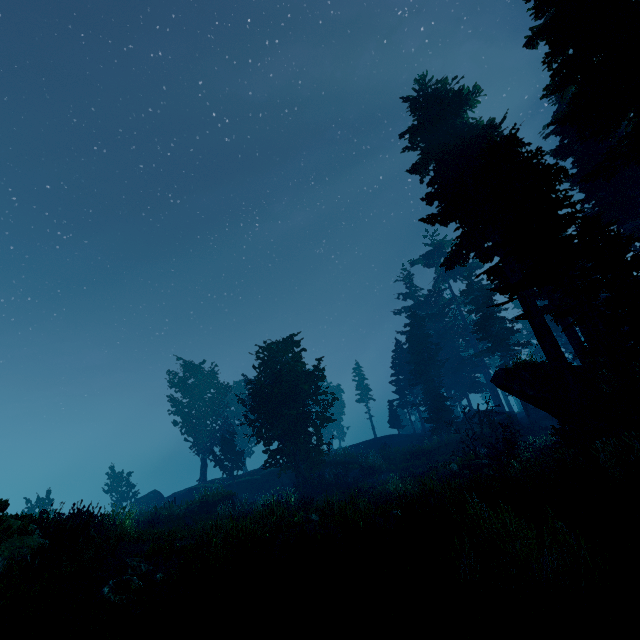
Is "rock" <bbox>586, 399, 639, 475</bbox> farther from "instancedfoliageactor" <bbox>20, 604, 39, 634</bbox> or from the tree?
the tree

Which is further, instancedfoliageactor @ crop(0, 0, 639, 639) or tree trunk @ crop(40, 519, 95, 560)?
tree trunk @ crop(40, 519, 95, 560)

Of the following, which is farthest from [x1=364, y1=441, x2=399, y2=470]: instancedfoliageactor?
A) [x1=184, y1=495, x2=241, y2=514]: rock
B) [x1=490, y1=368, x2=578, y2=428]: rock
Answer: [x1=184, y1=495, x2=241, y2=514]: rock

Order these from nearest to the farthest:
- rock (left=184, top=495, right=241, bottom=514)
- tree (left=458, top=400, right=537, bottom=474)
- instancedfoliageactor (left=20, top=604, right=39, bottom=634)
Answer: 1. instancedfoliageactor (left=20, top=604, right=39, bottom=634)
2. tree (left=458, top=400, right=537, bottom=474)
3. rock (left=184, top=495, right=241, bottom=514)

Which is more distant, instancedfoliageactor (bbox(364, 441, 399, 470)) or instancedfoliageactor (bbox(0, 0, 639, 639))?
instancedfoliageactor (bbox(364, 441, 399, 470))

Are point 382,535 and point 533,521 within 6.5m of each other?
yes

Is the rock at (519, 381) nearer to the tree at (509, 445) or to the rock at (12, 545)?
the tree at (509, 445)

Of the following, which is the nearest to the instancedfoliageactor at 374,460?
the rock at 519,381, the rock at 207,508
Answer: the rock at 519,381
